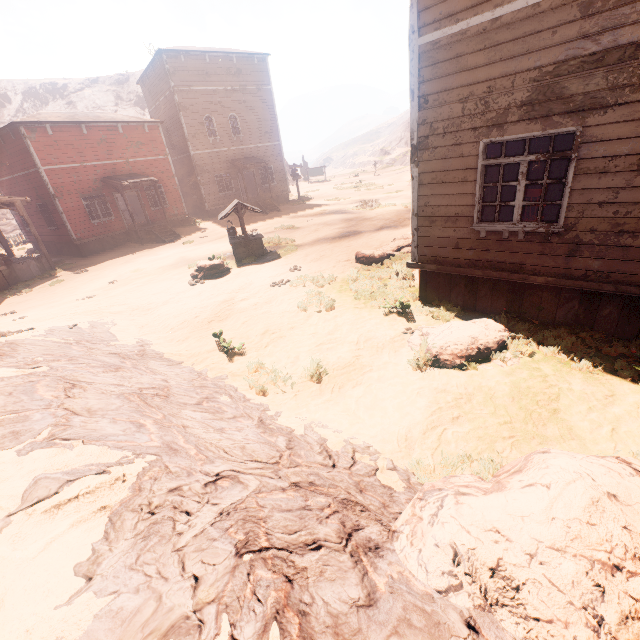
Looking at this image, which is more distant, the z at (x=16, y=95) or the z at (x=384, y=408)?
the z at (x=16, y=95)

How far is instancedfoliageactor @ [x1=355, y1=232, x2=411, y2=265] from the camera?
10.7 meters

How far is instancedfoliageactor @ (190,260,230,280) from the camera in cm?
1191

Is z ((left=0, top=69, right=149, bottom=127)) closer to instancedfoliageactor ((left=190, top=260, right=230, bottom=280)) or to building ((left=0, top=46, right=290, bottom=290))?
building ((left=0, top=46, right=290, bottom=290))

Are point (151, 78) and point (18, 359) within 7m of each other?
no

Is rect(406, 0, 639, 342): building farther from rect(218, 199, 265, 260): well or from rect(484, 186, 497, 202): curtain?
rect(218, 199, 265, 260): well

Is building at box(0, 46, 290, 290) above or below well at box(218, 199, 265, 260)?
above

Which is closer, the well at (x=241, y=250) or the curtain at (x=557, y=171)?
the curtain at (x=557, y=171)
